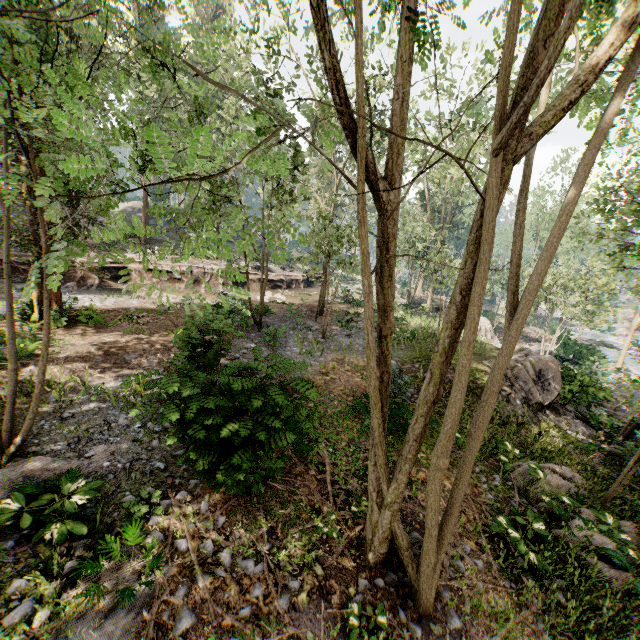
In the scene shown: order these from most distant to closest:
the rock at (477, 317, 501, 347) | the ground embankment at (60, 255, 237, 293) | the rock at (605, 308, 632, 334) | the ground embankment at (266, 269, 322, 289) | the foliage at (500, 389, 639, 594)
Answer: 1. the rock at (605, 308, 632, 334)
2. the ground embankment at (266, 269, 322, 289)
3. the rock at (477, 317, 501, 347)
4. the ground embankment at (60, 255, 237, 293)
5. the foliage at (500, 389, 639, 594)

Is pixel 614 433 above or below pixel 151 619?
below

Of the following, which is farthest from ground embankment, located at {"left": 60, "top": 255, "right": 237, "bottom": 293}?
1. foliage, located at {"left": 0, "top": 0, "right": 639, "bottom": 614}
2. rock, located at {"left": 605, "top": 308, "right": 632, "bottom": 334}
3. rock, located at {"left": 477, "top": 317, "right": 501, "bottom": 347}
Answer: rock, located at {"left": 605, "top": 308, "right": 632, "bottom": 334}

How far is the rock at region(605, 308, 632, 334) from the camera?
51.3m

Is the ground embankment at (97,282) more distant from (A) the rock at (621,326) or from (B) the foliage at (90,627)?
(A) the rock at (621,326)

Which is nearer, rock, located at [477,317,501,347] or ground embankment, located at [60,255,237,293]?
ground embankment, located at [60,255,237,293]

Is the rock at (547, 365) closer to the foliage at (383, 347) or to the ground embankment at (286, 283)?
the foliage at (383, 347)
